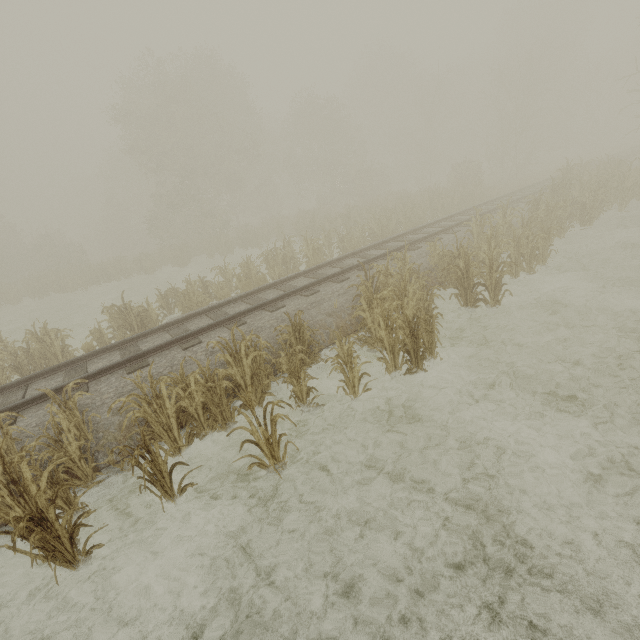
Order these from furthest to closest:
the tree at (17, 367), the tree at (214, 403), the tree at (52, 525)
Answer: the tree at (17, 367) < the tree at (214, 403) < the tree at (52, 525)

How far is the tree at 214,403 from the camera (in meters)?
4.42

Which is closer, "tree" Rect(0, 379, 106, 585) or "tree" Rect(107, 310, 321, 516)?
"tree" Rect(0, 379, 106, 585)

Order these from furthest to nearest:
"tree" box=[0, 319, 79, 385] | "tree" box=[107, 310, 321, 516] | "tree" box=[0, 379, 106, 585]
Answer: "tree" box=[0, 319, 79, 385]
"tree" box=[107, 310, 321, 516]
"tree" box=[0, 379, 106, 585]

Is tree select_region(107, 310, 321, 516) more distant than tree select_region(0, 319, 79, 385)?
No

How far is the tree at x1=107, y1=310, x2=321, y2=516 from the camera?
4.4 meters

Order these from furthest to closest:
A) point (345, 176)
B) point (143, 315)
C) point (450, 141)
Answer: point (450, 141) < point (345, 176) < point (143, 315)
